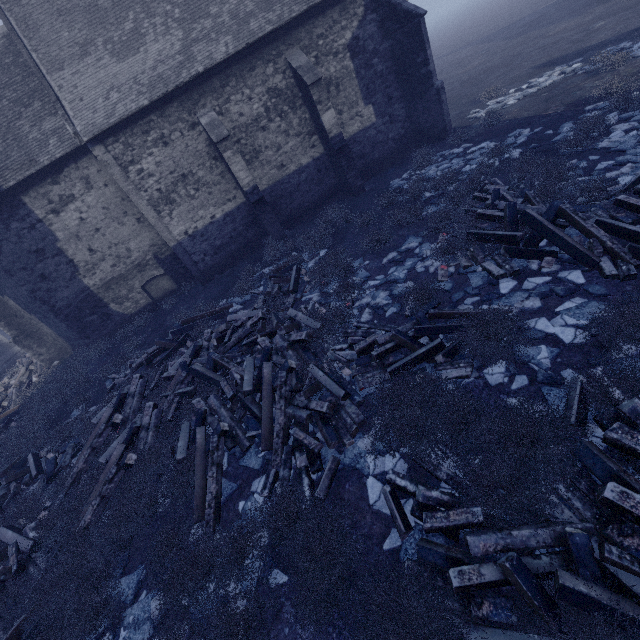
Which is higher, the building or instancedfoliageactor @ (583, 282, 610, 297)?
the building

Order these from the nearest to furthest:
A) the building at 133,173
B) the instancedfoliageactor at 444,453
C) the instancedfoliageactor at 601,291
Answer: the instancedfoliageactor at 444,453, the instancedfoliageactor at 601,291, the building at 133,173

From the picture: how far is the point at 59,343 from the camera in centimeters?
1702cm

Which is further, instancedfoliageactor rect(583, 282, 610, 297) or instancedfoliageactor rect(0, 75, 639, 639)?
instancedfoliageactor rect(583, 282, 610, 297)

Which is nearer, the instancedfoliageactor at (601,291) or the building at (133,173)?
the instancedfoliageactor at (601,291)

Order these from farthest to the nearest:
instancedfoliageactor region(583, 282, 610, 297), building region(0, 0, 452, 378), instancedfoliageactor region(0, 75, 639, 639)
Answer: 1. building region(0, 0, 452, 378)
2. instancedfoliageactor region(583, 282, 610, 297)
3. instancedfoliageactor region(0, 75, 639, 639)

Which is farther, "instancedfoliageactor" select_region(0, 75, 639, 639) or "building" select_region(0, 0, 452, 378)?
"building" select_region(0, 0, 452, 378)
